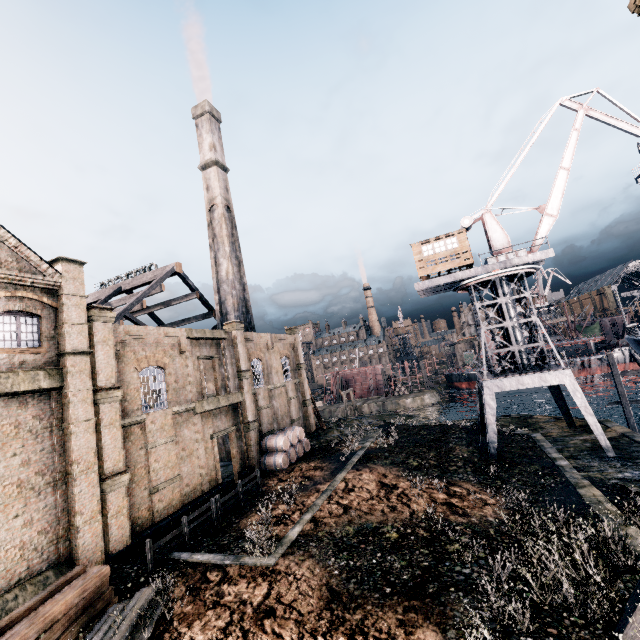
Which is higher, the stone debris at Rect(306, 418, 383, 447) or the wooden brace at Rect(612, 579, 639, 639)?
the stone debris at Rect(306, 418, 383, 447)

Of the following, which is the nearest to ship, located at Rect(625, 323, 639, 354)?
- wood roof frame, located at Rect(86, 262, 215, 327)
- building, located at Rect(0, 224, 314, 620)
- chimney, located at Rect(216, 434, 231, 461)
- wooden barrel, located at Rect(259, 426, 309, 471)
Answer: wooden barrel, located at Rect(259, 426, 309, 471)

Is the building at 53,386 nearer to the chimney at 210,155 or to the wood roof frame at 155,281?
the wood roof frame at 155,281

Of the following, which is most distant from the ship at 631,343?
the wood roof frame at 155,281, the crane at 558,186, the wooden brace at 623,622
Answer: the wood roof frame at 155,281

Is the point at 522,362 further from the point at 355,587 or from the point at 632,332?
the point at 355,587

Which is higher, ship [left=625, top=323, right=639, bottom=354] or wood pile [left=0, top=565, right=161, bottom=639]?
ship [left=625, top=323, right=639, bottom=354]

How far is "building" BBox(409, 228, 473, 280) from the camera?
27.2m

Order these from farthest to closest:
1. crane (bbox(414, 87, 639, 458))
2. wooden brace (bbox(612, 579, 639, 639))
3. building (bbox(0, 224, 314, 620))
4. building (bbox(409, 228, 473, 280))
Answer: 1. building (bbox(409, 228, 473, 280))
2. crane (bbox(414, 87, 639, 458))
3. building (bbox(0, 224, 314, 620))
4. wooden brace (bbox(612, 579, 639, 639))
